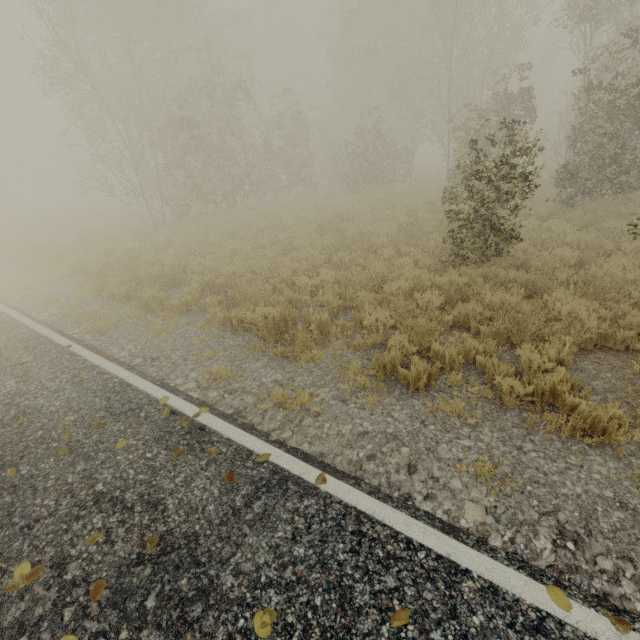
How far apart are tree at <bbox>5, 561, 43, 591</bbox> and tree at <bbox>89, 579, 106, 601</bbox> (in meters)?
0.57

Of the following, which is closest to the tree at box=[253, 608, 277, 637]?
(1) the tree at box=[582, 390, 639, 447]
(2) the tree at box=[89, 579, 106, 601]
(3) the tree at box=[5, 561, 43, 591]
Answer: (2) the tree at box=[89, 579, 106, 601]

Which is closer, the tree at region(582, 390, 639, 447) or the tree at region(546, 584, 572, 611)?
the tree at region(546, 584, 572, 611)

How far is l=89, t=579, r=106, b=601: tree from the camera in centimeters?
236cm

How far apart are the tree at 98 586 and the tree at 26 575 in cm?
57

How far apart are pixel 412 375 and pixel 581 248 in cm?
670

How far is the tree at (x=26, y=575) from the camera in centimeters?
246cm
